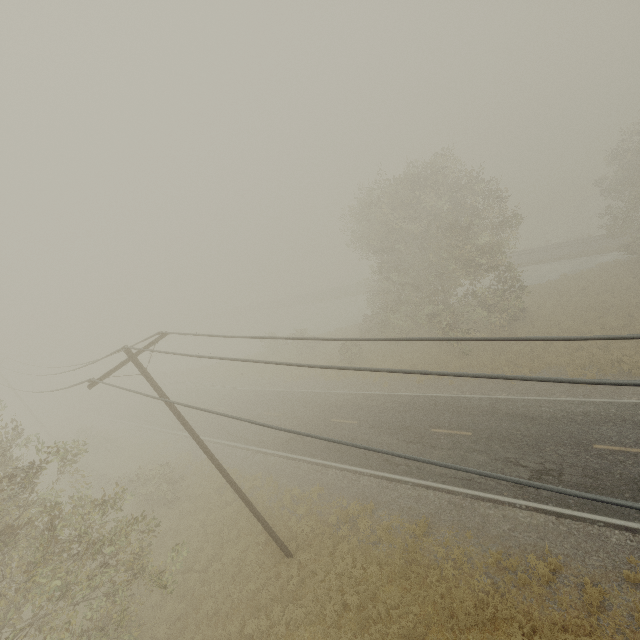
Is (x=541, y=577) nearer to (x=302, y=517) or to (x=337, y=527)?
(x=337, y=527)
